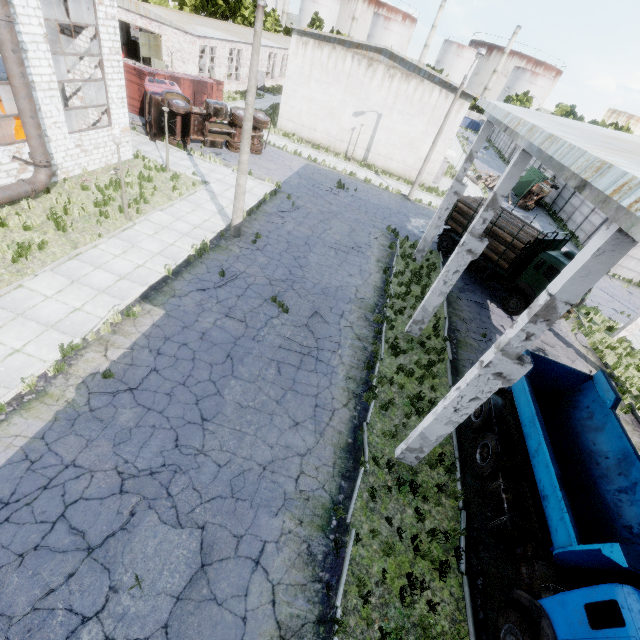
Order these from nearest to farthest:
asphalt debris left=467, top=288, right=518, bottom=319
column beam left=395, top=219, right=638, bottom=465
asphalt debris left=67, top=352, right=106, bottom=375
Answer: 1. column beam left=395, top=219, right=638, bottom=465
2. asphalt debris left=67, top=352, right=106, bottom=375
3. asphalt debris left=467, top=288, right=518, bottom=319

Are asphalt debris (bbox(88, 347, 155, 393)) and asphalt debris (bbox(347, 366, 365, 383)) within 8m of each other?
yes

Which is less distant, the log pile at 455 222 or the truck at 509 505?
the truck at 509 505

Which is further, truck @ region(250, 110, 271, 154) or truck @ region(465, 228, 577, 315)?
truck @ region(250, 110, 271, 154)

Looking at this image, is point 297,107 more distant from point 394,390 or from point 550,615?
point 550,615

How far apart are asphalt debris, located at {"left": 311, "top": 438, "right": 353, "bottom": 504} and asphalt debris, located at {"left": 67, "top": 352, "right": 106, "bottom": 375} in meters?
5.0

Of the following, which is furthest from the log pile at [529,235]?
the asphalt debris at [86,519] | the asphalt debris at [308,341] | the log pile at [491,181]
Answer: the log pile at [491,181]
